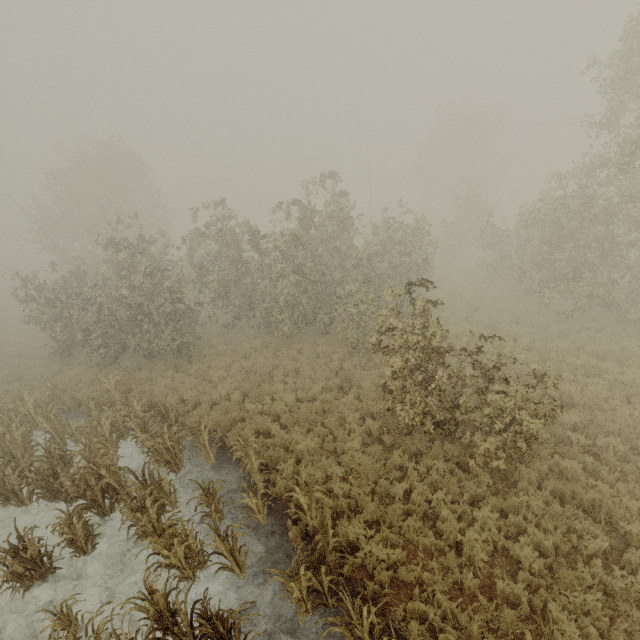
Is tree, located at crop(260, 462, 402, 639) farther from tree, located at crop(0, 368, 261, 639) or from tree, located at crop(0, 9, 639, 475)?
tree, located at crop(0, 9, 639, 475)

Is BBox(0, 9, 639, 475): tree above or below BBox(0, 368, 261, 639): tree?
above

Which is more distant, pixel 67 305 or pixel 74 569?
pixel 67 305

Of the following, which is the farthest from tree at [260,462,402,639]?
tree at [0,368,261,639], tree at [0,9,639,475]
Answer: tree at [0,9,639,475]

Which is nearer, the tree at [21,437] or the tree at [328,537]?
the tree at [328,537]

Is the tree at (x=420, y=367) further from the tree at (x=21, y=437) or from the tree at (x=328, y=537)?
the tree at (x=328, y=537)
